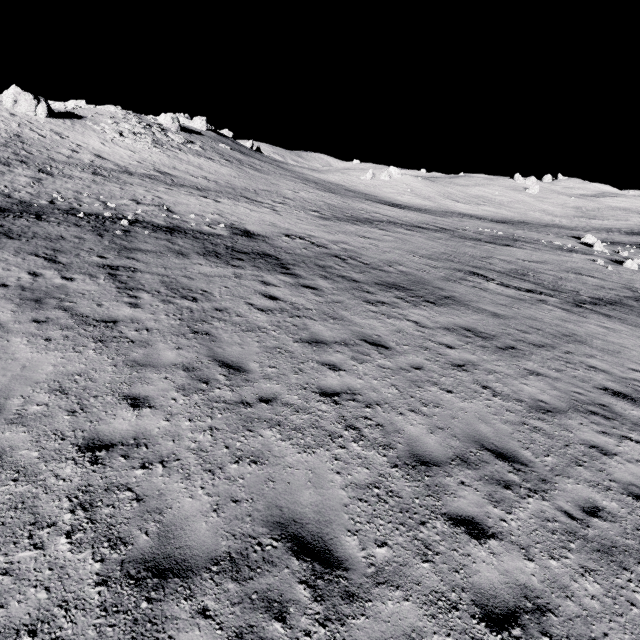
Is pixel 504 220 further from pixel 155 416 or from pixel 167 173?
pixel 155 416
